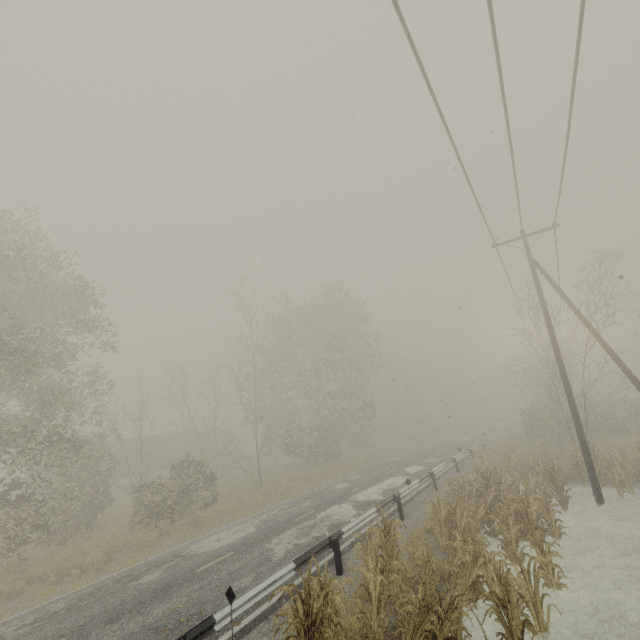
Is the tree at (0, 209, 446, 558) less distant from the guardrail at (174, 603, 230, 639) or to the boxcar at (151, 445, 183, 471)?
the guardrail at (174, 603, 230, 639)

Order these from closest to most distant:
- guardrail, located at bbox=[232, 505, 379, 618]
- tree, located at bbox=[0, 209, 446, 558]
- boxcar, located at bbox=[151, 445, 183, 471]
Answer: guardrail, located at bbox=[232, 505, 379, 618] → tree, located at bbox=[0, 209, 446, 558] → boxcar, located at bbox=[151, 445, 183, 471]

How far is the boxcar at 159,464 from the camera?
35.47m

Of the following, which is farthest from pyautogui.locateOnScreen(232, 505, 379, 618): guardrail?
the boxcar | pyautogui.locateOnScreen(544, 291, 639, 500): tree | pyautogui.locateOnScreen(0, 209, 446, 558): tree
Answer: the boxcar

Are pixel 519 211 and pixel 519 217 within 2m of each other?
yes

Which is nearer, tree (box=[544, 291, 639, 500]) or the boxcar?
tree (box=[544, 291, 639, 500])

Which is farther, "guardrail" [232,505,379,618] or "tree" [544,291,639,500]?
"tree" [544,291,639,500]

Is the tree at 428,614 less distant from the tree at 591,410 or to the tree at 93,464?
the tree at 591,410
